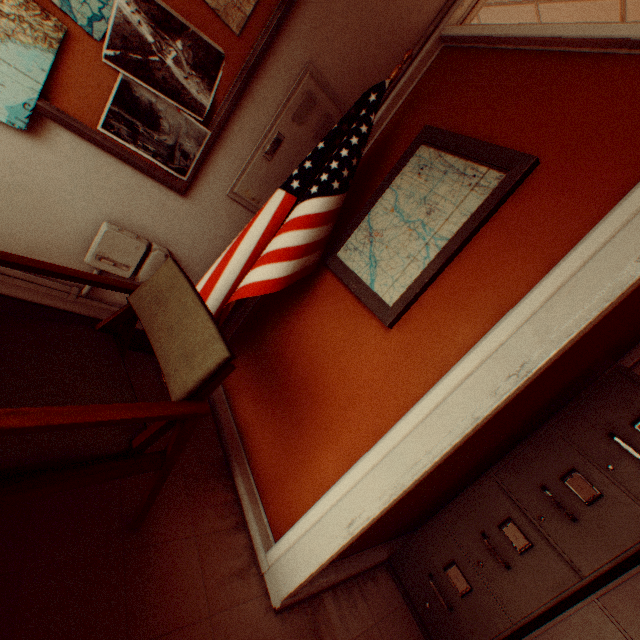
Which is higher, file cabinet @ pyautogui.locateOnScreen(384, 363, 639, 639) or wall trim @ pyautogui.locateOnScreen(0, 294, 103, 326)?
file cabinet @ pyautogui.locateOnScreen(384, 363, 639, 639)

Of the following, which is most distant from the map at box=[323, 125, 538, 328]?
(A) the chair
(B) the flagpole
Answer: (A) the chair

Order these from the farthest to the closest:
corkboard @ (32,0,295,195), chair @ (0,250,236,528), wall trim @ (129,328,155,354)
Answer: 1. wall trim @ (129,328,155,354)
2. corkboard @ (32,0,295,195)
3. chair @ (0,250,236,528)

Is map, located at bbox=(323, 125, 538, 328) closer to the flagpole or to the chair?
the flagpole

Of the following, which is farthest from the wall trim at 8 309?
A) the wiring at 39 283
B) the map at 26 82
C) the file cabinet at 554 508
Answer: the file cabinet at 554 508

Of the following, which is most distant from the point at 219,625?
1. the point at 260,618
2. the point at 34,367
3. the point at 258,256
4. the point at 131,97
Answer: the point at 131,97

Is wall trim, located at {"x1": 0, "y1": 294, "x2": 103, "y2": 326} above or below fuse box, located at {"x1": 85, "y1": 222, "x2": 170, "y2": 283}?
→ below

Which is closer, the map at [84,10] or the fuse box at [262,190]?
the map at [84,10]
